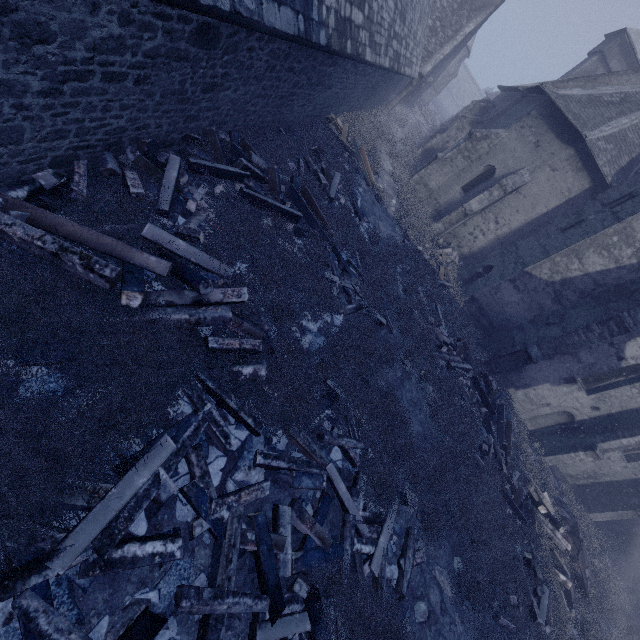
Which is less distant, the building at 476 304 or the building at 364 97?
the building at 364 97

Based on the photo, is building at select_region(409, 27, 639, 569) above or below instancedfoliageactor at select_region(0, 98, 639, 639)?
above

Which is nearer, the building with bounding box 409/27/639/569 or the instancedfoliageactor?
the instancedfoliageactor

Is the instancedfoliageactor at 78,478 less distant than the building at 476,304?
Yes

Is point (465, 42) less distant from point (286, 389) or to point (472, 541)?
point (286, 389)

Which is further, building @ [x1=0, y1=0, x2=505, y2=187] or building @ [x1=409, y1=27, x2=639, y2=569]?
building @ [x1=409, y1=27, x2=639, y2=569]
